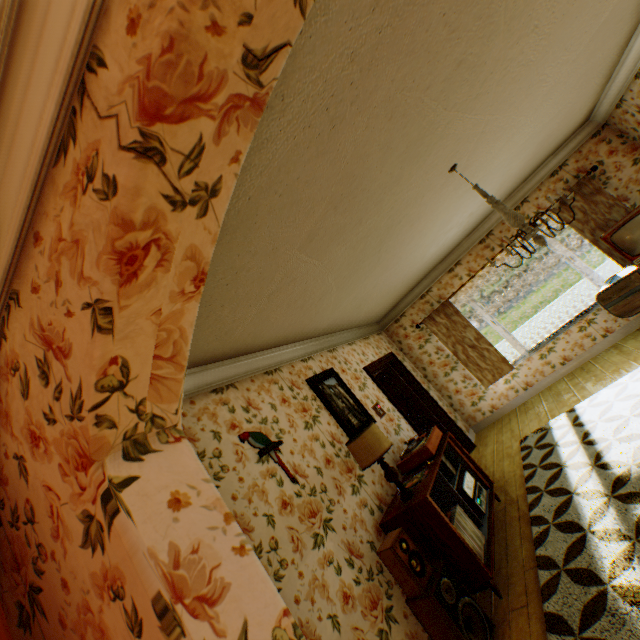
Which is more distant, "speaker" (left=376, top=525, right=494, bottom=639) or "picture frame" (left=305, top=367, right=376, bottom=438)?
"picture frame" (left=305, top=367, right=376, bottom=438)

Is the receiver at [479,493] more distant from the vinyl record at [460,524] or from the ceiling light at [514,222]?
the ceiling light at [514,222]

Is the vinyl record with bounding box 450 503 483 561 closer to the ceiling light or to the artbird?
the artbird

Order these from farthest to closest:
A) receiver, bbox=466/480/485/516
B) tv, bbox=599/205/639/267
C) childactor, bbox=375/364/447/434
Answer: childactor, bbox=375/364/447/434 < tv, bbox=599/205/639/267 < receiver, bbox=466/480/485/516

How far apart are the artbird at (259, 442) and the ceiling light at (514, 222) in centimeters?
277cm

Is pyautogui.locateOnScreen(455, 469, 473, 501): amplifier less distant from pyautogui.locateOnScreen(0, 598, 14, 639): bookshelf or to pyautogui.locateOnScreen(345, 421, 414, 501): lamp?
pyautogui.locateOnScreen(345, 421, 414, 501): lamp

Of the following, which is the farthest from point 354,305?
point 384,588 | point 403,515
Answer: point 384,588

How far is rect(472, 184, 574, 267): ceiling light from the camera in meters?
2.8 m
